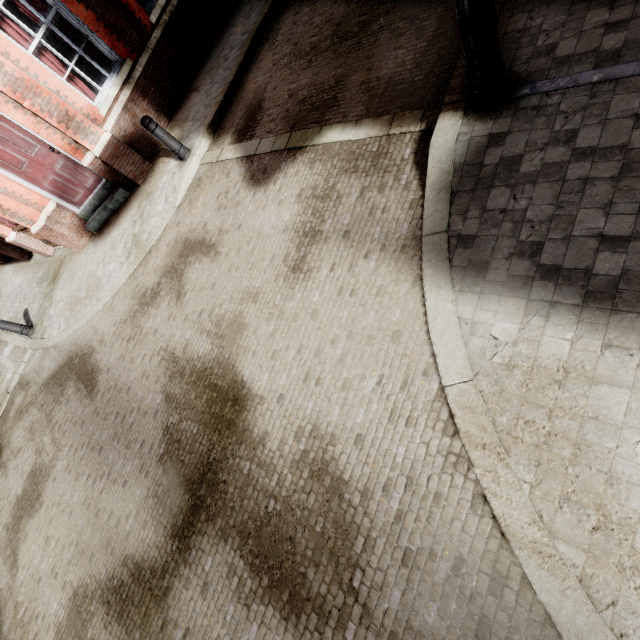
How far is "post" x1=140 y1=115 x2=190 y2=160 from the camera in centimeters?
593cm

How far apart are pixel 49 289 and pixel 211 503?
8.7 meters

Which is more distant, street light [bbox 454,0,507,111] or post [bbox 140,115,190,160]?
post [bbox 140,115,190,160]

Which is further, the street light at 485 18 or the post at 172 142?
the post at 172 142

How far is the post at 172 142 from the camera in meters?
5.9
